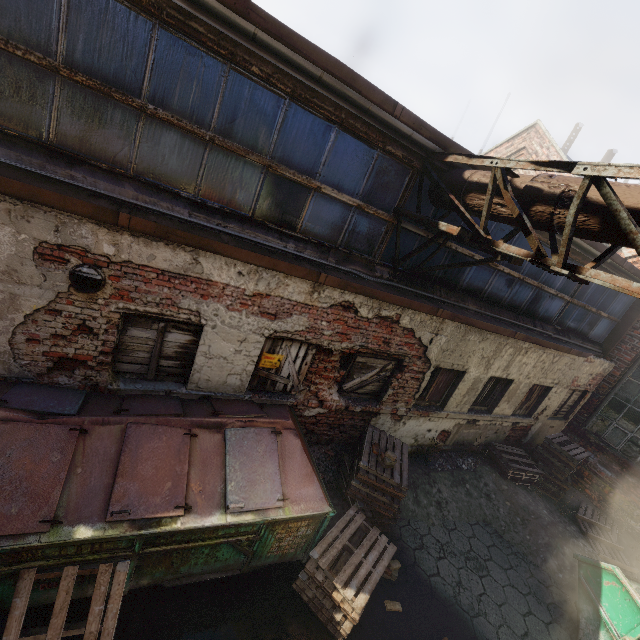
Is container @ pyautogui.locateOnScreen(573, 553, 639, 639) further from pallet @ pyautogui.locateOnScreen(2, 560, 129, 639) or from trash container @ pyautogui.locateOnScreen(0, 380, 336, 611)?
pallet @ pyautogui.locateOnScreen(2, 560, 129, 639)

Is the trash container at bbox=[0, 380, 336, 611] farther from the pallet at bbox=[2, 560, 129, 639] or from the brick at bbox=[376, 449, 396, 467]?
the brick at bbox=[376, 449, 396, 467]

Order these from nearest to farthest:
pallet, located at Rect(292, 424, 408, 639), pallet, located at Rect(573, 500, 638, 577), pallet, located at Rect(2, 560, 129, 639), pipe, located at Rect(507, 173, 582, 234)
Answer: pallet, located at Rect(2, 560, 129, 639) → pipe, located at Rect(507, 173, 582, 234) → pallet, located at Rect(292, 424, 408, 639) → pallet, located at Rect(573, 500, 638, 577)

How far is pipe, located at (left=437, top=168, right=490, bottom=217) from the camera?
4.4m

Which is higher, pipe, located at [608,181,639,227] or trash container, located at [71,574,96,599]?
pipe, located at [608,181,639,227]

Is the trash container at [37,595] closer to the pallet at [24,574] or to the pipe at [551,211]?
the pallet at [24,574]

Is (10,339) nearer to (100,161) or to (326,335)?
(100,161)

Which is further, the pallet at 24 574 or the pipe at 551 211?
the pipe at 551 211
